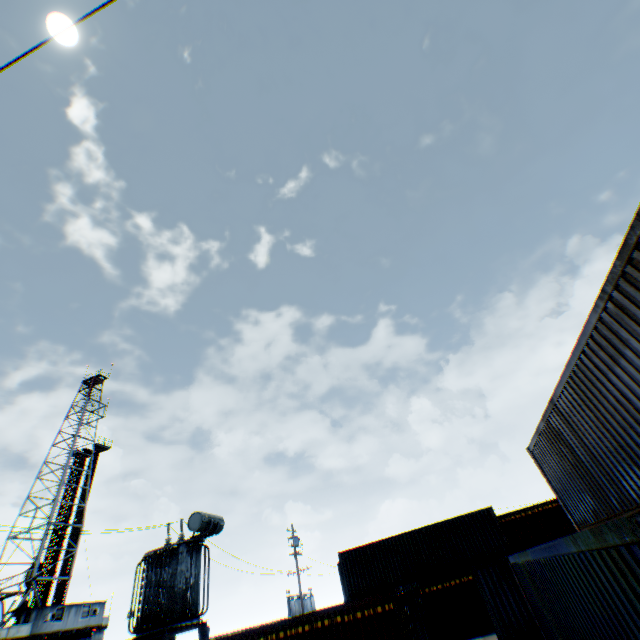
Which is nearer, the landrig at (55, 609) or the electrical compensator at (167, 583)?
the electrical compensator at (167, 583)

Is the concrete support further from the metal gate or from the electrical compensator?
the metal gate

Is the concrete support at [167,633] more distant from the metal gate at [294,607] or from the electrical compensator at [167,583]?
the metal gate at [294,607]

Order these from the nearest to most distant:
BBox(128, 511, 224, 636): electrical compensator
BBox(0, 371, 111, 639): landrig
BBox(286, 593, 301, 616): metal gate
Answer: BBox(128, 511, 224, 636): electrical compensator, BBox(0, 371, 111, 639): landrig, BBox(286, 593, 301, 616): metal gate

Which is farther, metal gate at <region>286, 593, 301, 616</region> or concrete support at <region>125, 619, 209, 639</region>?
metal gate at <region>286, 593, 301, 616</region>

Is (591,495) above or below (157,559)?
below

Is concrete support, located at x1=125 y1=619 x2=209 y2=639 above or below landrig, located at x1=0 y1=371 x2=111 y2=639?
below

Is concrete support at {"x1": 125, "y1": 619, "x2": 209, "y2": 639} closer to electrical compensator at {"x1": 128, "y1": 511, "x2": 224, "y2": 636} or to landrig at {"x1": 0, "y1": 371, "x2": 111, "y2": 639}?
electrical compensator at {"x1": 128, "y1": 511, "x2": 224, "y2": 636}
